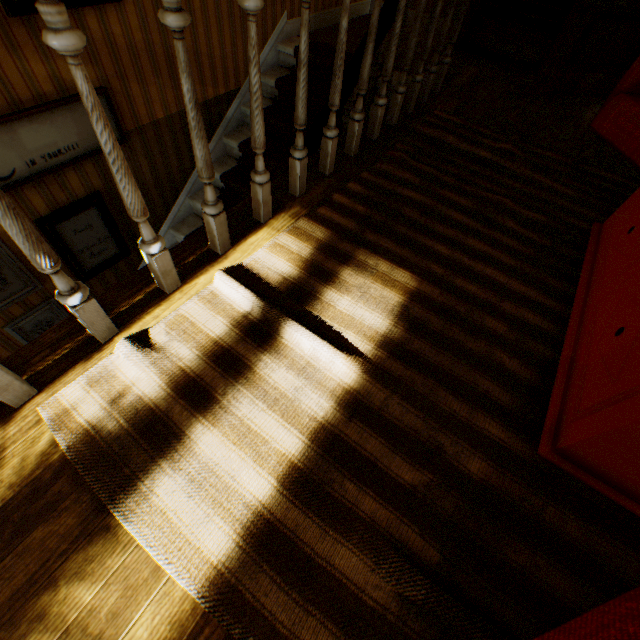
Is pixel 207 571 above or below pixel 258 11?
below

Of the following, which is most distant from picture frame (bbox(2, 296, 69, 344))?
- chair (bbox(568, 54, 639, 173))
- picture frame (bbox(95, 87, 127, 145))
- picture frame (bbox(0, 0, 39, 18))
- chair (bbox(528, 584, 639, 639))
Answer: chair (bbox(568, 54, 639, 173))

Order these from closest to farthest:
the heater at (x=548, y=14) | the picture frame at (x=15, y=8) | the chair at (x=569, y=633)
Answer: the chair at (x=569, y=633) < the picture frame at (x=15, y=8) < the heater at (x=548, y=14)

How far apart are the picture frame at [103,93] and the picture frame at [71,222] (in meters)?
0.29

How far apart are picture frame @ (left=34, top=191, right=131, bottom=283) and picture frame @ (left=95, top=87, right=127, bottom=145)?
Result: 0.3 meters

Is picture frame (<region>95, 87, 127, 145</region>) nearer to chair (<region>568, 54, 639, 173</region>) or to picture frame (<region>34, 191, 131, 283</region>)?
picture frame (<region>34, 191, 131, 283</region>)

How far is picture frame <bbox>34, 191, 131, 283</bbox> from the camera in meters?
2.7 m

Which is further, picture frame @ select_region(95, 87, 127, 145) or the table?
picture frame @ select_region(95, 87, 127, 145)
